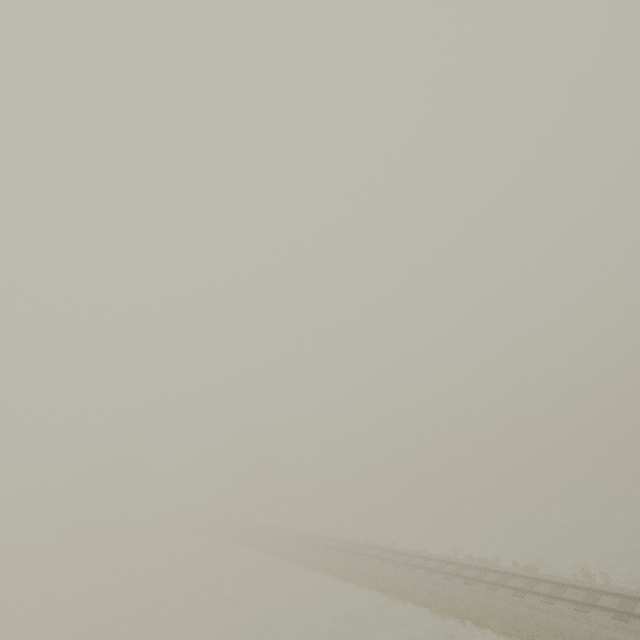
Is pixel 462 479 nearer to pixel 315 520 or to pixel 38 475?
pixel 315 520
